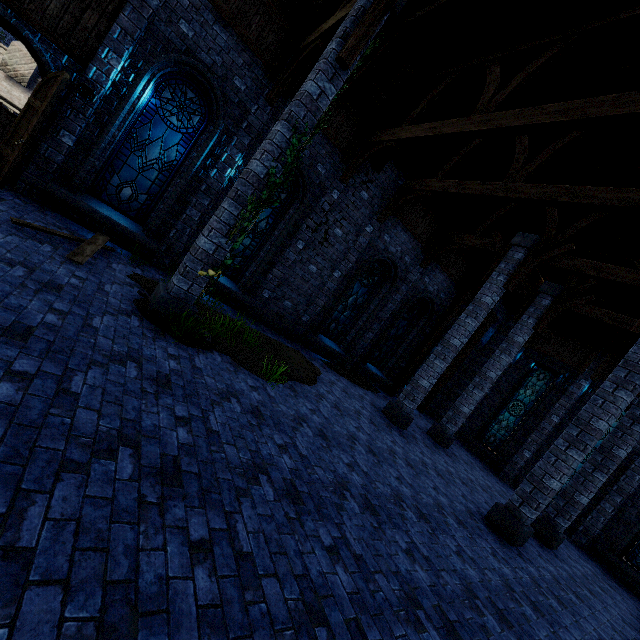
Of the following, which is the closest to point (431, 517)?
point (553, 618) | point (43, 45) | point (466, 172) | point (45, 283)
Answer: point (553, 618)

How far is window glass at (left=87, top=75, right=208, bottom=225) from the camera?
7.8 meters

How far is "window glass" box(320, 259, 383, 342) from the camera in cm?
1262

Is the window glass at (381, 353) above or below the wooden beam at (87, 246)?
above

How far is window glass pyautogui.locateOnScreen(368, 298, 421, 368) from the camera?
14.5m

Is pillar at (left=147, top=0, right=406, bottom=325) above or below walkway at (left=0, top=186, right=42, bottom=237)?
above

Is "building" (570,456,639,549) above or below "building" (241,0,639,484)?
below

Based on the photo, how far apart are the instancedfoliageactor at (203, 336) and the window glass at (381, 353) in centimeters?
894cm
